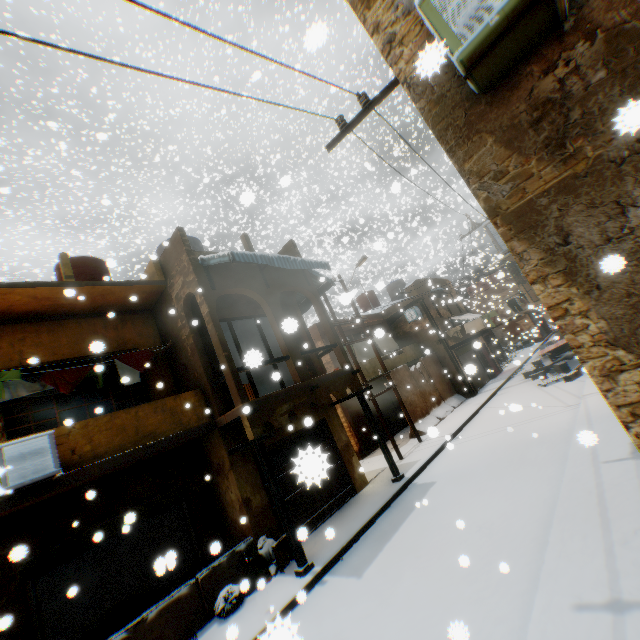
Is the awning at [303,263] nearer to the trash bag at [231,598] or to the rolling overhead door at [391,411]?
the rolling overhead door at [391,411]

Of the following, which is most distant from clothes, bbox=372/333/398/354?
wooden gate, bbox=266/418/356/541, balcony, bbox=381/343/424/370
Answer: wooden gate, bbox=266/418/356/541

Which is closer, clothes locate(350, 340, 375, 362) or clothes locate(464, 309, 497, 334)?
clothes locate(350, 340, 375, 362)

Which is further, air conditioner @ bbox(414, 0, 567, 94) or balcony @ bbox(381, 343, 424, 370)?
balcony @ bbox(381, 343, 424, 370)

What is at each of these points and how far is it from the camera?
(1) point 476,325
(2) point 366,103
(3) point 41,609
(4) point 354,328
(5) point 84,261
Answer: (1) clothes, 19.6m
(2) electrical contact, 4.9m
(3) rolling overhead door, 6.7m
(4) building, 19.6m
(5) water tank, 11.4m

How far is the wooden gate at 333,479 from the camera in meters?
1.6

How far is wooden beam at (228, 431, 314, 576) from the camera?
7.38m

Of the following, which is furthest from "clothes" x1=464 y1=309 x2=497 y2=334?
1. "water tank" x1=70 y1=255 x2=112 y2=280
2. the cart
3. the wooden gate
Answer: "water tank" x1=70 y1=255 x2=112 y2=280
